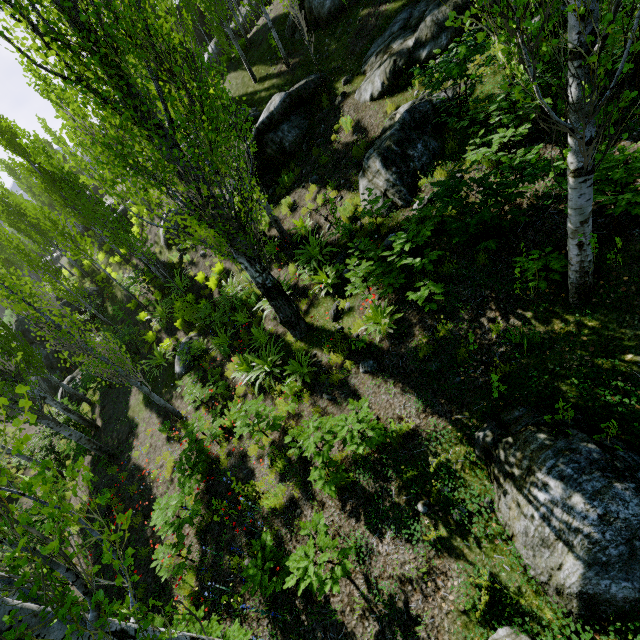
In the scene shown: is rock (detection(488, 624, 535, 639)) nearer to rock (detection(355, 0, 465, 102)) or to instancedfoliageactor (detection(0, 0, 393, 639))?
instancedfoliageactor (detection(0, 0, 393, 639))

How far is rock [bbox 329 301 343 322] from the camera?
8.0 meters

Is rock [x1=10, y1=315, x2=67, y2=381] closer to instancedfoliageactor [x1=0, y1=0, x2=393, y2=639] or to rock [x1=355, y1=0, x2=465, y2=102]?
instancedfoliageactor [x1=0, y1=0, x2=393, y2=639]

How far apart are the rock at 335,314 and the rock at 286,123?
7.7 meters

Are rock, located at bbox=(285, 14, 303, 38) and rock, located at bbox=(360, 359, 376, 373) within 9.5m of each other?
no

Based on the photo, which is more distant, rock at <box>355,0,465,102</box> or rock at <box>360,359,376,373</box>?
rock at <box>355,0,465,102</box>

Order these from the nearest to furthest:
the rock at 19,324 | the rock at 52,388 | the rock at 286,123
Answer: the rock at 286,123 → the rock at 52,388 → the rock at 19,324

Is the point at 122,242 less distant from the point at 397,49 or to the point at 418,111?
the point at 397,49
